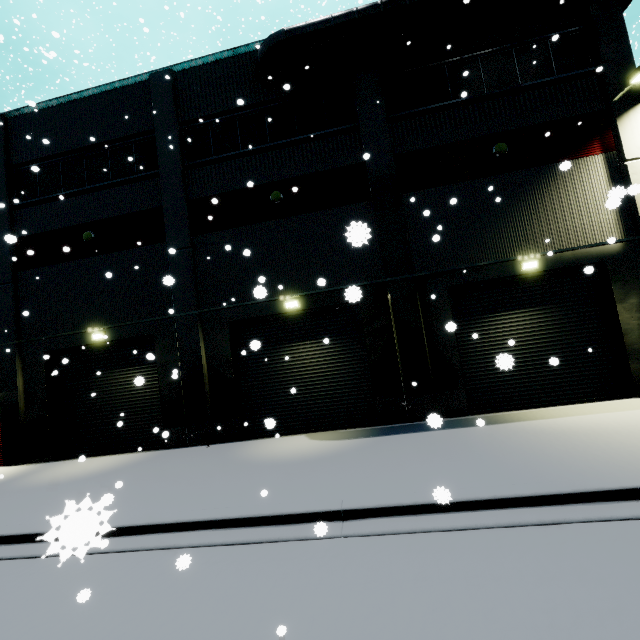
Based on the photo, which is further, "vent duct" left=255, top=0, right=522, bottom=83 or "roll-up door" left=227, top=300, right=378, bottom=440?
"roll-up door" left=227, top=300, right=378, bottom=440

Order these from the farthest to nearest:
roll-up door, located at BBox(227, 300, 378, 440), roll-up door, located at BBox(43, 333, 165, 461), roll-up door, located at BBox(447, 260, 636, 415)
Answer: roll-up door, located at BBox(43, 333, 165, 461), roll-up door, located at BBox(227, 300, 378, 440), roll-up door, located at BBox(447, 260, 636, 415)

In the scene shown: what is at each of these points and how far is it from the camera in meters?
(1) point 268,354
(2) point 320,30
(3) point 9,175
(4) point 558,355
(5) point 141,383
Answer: (1) roll-up door, 12.1
(2) vent duct, 10.9
(3) building, 13.9
(4) roll-up door, 10.7
(5) roll-up door, 5.1

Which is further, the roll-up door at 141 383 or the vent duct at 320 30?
the roll-up door at 141 383

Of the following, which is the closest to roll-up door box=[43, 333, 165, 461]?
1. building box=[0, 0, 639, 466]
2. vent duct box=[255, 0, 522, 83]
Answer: building box=[0, 0, 639, 466]

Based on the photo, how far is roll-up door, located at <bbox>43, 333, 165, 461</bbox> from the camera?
12.6 meters
